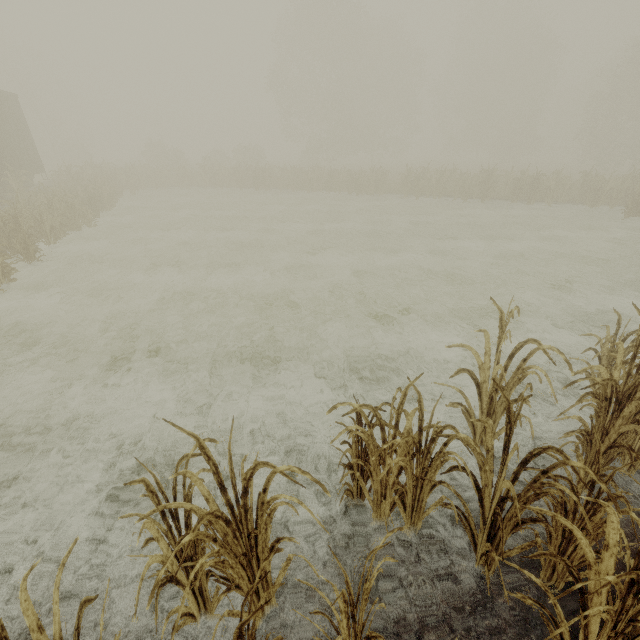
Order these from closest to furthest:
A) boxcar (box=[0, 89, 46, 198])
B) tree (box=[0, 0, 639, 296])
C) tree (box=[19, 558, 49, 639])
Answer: tree (box=[19, 558, 49, 639])
boxcar (box=[0, 89, 46, 198])
tree (box=[0, 0, 639, 296])

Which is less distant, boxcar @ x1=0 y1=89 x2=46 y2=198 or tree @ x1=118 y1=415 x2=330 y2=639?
tree @ x1=118 y1=415 x2=330 y2=639

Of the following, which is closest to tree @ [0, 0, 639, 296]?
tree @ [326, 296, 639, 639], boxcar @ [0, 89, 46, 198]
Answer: tree @ [326, 296, 639, 639]

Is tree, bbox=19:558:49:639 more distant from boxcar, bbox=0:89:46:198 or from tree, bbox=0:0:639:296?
boxcar, bbox=0:89:46:198

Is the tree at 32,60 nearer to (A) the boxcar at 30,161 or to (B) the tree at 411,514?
(B) the tree at 411,514

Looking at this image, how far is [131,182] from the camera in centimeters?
2273cm
